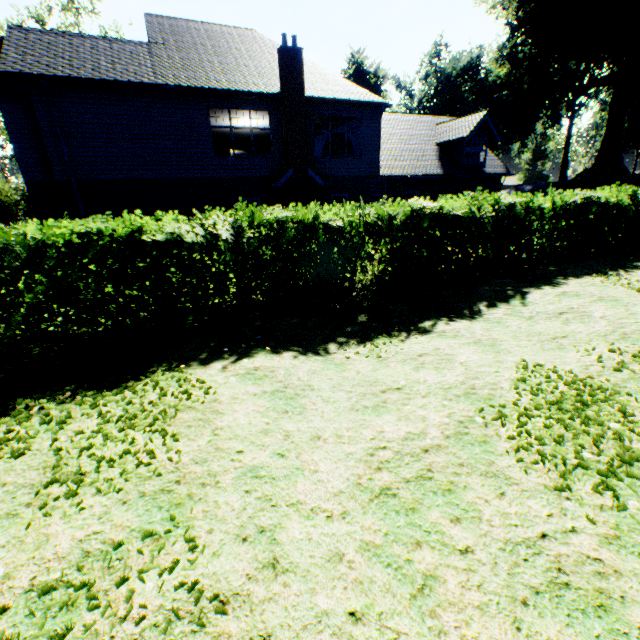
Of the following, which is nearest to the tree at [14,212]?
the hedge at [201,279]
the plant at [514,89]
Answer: the hedge at [201,279]

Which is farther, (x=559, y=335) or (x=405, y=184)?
(x=405, y=184)

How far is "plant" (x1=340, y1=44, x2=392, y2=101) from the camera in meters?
48.0 m

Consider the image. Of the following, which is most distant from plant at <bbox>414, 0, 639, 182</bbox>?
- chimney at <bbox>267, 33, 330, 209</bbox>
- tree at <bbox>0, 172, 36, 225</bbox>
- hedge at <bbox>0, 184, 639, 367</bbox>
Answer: chimney at <bbox>267, 33, 330, 209</bbox>

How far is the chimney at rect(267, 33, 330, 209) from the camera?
14.2m

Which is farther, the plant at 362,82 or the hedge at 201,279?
the plant at 362,82

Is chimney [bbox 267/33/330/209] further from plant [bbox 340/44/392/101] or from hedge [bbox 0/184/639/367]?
plant [bbox 340/44/392/101]

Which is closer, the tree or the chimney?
the chimney
